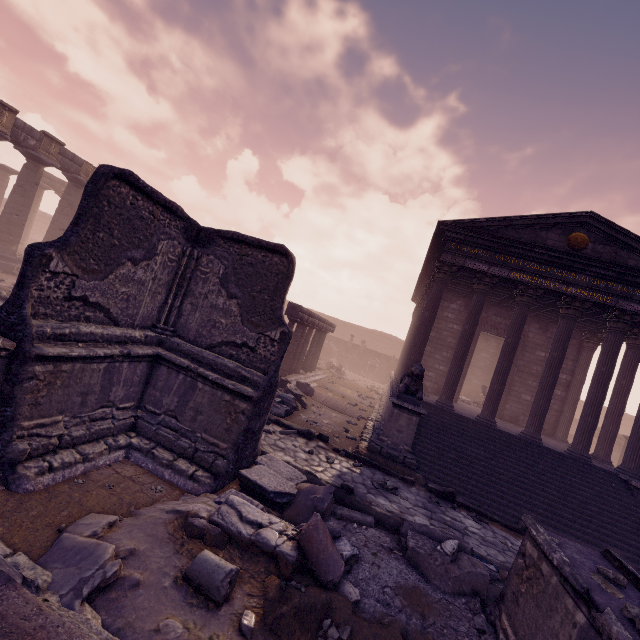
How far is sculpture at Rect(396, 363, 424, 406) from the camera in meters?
8.7

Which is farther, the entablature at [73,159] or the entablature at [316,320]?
the entablature at [73,159]

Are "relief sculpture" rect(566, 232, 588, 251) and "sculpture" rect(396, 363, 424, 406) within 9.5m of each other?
yes

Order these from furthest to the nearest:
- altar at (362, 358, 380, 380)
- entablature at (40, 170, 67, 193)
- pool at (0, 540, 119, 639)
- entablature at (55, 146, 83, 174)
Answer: altar at (362, 358, 380, 380)
entablature at (40, 170, 67, 193)
entablature at (55, 146, 83, 174)
pool at (0, 540, 119, 639)

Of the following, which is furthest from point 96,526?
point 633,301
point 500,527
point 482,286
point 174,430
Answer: A: point 633,301

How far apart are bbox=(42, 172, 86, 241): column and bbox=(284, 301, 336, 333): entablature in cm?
1543

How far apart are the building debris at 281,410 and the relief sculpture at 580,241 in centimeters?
1024cm

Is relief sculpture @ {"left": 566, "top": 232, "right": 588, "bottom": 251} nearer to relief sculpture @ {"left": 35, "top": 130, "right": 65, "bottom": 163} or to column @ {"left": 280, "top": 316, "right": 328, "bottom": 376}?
column @ {"left": 280, "top": 316, "right": 328, "bottom": 376}
